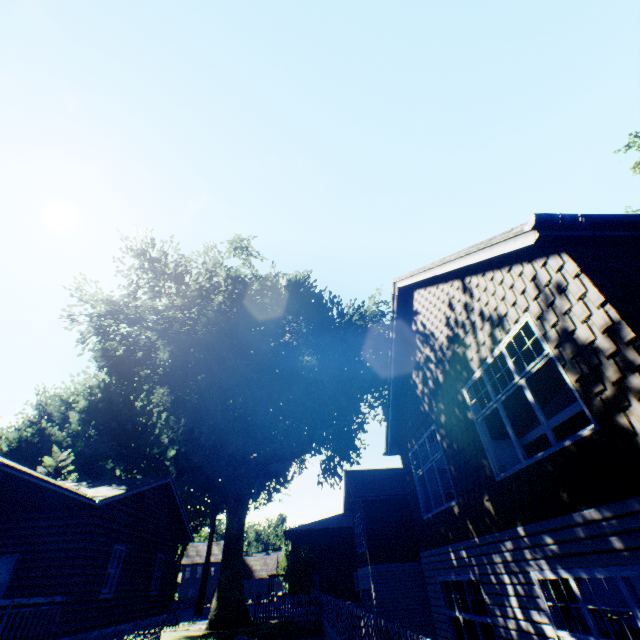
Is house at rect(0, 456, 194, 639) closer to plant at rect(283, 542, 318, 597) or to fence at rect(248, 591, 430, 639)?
fence at rect(248, 591, 430, 639)

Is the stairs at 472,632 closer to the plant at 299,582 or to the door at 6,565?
the door at 6,565

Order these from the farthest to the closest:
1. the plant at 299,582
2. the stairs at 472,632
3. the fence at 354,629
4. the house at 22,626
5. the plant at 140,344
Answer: the plant at 299,582 < the plant at 140,344 < the house at 22,626 < the stairs at 472,632 < the fence at 354,629

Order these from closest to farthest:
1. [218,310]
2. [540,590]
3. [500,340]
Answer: [540,590]
[500,340]
[218,310]

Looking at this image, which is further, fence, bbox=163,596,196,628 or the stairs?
fence, bbox=163,596,196,628

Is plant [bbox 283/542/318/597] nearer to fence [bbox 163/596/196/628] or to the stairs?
fence [bbox 163/596/196/628]

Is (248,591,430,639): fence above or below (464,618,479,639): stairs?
below

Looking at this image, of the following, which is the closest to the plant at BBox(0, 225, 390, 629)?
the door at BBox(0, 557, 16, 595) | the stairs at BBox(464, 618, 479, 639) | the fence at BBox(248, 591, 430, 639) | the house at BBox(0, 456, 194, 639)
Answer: the fence at BBox(248, 591, 430, 639)
